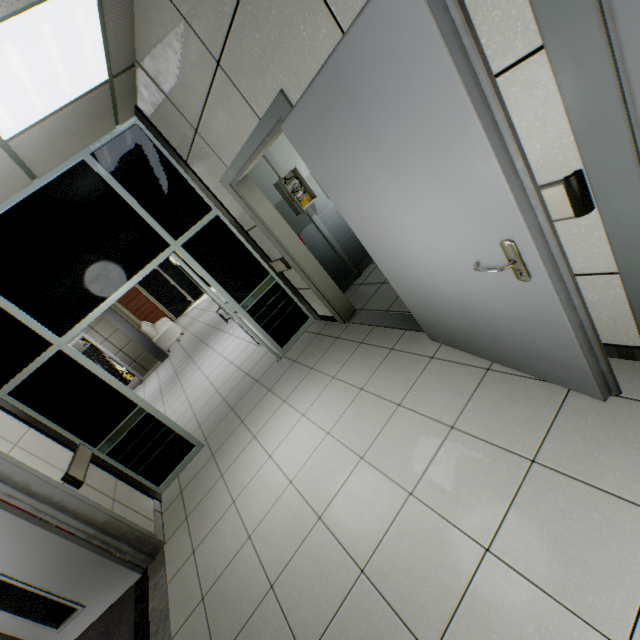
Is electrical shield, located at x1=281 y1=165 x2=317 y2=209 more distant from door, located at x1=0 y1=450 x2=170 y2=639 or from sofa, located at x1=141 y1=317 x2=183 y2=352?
sofa, located at x1=141 y1=317 x2=183 y2=352

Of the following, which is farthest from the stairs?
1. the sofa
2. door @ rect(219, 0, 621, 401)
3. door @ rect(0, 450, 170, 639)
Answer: the sofa

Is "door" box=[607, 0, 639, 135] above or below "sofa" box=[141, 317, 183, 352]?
above

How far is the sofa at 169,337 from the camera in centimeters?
1048cm

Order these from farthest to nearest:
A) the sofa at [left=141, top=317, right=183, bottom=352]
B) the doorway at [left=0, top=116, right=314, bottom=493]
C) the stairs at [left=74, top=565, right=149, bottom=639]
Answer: the sofa at [left=141, top=317, right=183, bottom=352]
the doorway at [left=0, top=116, right=314, bottom=493]
the stairs at [left=74, top=565, right=149, bottom=639]

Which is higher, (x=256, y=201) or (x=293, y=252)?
(x=256, y=201)

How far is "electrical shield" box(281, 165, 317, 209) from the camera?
4.3 meters

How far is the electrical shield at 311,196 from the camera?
4.30m
